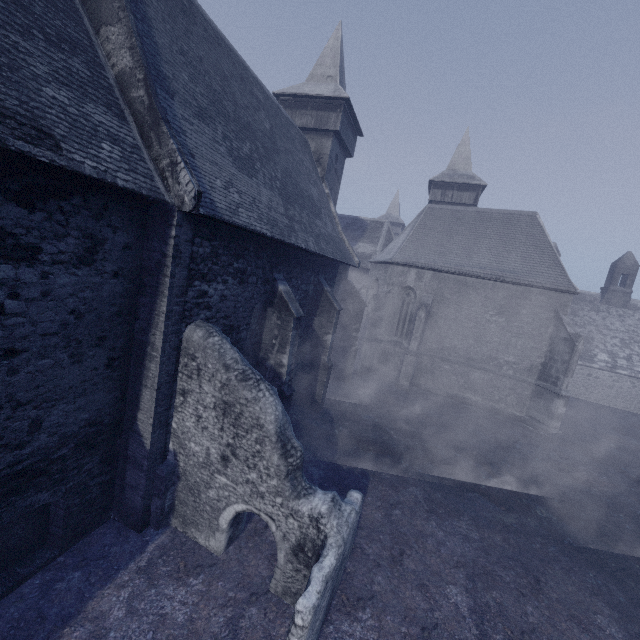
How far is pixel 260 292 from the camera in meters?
9.5 m
